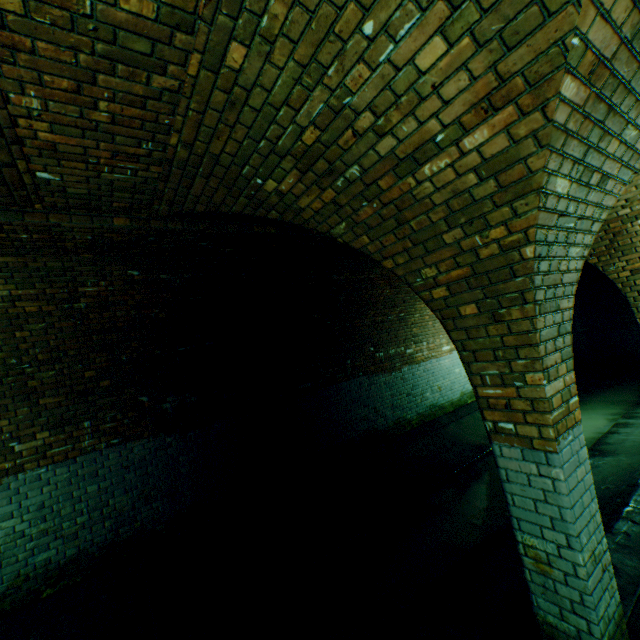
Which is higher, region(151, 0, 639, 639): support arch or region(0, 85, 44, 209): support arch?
region(0, 85, 44, 209): support arch

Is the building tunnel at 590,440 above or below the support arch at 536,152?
below

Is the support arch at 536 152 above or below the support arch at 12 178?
below

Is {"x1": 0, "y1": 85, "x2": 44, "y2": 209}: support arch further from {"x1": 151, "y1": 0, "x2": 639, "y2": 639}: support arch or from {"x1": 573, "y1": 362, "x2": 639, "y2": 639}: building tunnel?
{"x1": 151, "y1": 0, "x2": 639, "y2": 639}: support arch

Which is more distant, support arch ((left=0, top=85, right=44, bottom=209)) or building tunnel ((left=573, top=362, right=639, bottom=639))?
building tunnel ((left=573, top=362, right=639, bottom=639))

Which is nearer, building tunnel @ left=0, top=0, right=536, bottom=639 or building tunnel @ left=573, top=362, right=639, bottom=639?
building tunnel @ left=0, top=0, right=536, bottom=639

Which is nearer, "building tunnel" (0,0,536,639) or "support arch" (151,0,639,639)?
"support arch" (151,0,639,639)

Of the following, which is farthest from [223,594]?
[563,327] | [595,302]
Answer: [595,302]
